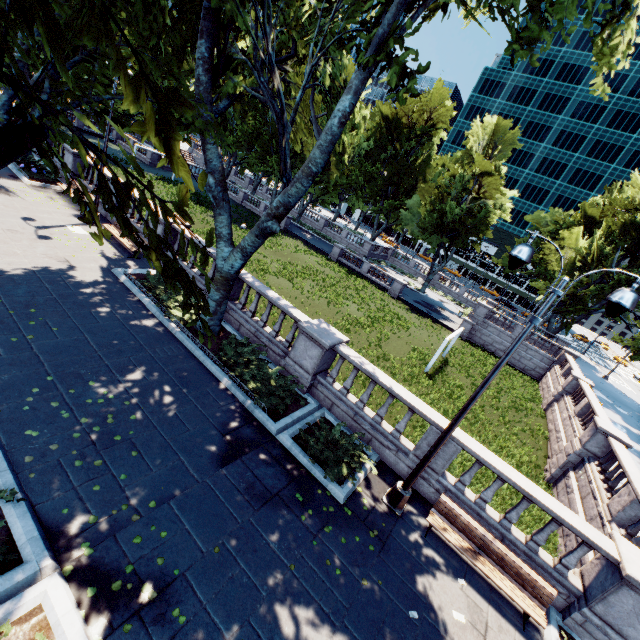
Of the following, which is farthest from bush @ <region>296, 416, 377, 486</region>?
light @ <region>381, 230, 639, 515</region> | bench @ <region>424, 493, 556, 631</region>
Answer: bench @ <region>424, 493, 556, 631</region>

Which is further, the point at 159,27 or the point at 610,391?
the point at 610,391

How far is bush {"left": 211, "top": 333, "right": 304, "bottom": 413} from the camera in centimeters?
1001cm

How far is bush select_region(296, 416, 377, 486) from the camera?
8.58m

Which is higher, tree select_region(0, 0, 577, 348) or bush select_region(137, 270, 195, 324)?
tree select_region(0, 0, 577, 348)

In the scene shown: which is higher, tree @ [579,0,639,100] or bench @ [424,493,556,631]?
tree @ [579,0,639,100]

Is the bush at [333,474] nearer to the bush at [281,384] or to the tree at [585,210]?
the bush at [281,384]

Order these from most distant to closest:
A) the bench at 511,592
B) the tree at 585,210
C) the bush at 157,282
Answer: the tree at 585,210, the bush at 157,282, the bench at 511,592
